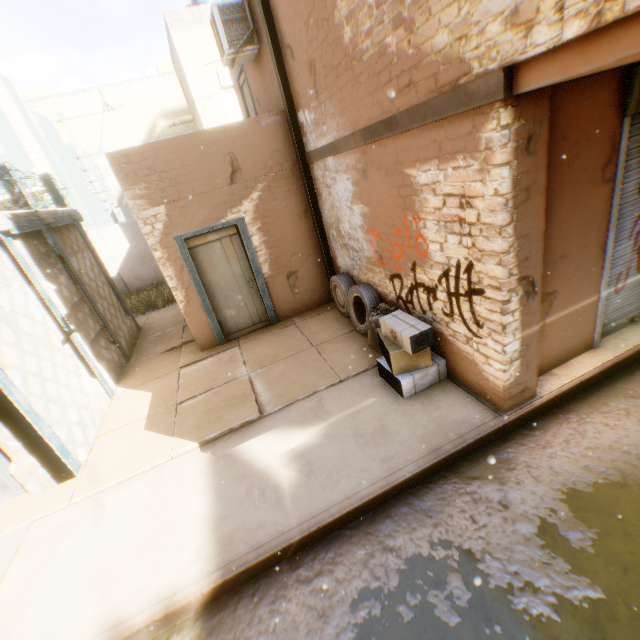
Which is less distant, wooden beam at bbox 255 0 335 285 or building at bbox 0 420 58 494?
building at bbox 0 420 58 494

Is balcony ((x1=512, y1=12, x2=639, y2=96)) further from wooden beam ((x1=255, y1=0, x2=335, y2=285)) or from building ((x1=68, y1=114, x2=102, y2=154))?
Result: wooden beam ((x1=255, y1=0, x2=335, y2=285))

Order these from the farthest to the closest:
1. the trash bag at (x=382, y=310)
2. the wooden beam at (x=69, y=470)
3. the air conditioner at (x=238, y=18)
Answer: the air conditioner at (x=238, y=18) → the trash bag at (x=382, y=310) → the wooden beam at (x=69, y=470)

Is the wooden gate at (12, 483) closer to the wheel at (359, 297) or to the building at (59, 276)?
the building at (59, 276)

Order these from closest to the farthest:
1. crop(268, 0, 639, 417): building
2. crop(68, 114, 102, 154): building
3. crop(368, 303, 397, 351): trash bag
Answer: crop(268, 0, 639, 417): building, crop(368, 303, 397, 351): trash bag, crop(68, 114, 102, 154): building

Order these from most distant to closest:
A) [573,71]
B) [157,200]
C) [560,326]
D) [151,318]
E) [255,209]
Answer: [151,318]
[255,209]
[157,200]
[560,326]
[573,71]

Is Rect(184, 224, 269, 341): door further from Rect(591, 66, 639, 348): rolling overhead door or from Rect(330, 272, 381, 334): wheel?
Rect(591, 66, 639, 348): rolling overhead door
